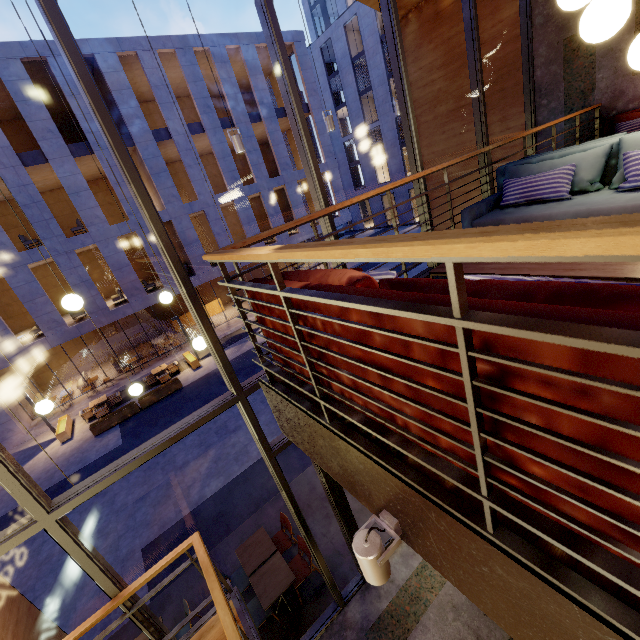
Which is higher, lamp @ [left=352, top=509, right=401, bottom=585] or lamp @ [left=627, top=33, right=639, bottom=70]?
lamp @ [left=627, top=33, right=639, bottom=70]

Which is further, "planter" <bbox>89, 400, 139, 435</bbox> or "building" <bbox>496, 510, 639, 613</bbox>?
"planter" <bbox>89, 400, 139, 435</bbox>

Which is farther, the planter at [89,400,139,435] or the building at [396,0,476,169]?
the planter at [89,400,139,435]

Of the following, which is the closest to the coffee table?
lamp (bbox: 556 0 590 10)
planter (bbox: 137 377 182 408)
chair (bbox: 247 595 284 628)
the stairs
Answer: lamp (bbox: 556 0 590 10)

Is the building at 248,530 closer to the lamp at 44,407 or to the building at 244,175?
the lamp at 44,407

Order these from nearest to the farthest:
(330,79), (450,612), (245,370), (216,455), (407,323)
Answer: (407,323) → (450,612) → (216,455) → (245,370) → (330,79)

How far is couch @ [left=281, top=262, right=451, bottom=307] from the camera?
1.18m

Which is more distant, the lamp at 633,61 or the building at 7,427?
the building at 7,427
